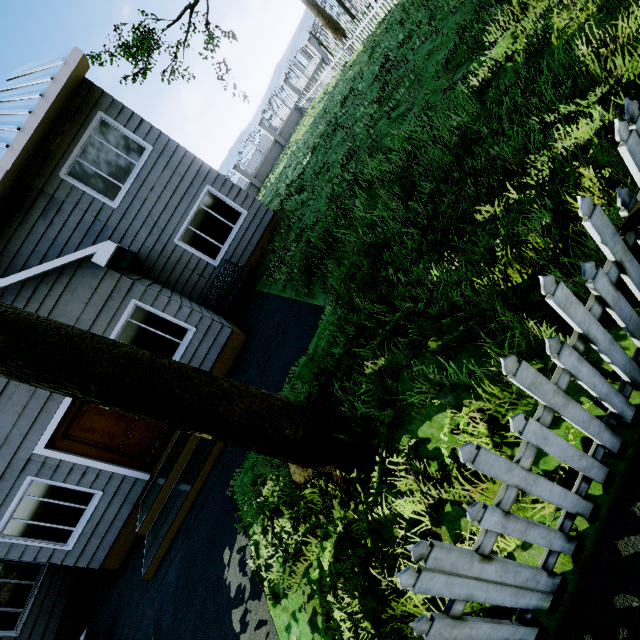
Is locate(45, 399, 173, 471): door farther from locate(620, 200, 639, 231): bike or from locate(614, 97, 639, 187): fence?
locate(620, 200, 639, 231): bike

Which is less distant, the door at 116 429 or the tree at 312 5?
the door at 116 429

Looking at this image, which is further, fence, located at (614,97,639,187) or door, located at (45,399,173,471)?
door, located at (45,399,173,471)

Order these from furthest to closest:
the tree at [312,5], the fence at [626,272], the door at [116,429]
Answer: the tree at [312,5] < the door at [116,429] < the fence at [626,272]

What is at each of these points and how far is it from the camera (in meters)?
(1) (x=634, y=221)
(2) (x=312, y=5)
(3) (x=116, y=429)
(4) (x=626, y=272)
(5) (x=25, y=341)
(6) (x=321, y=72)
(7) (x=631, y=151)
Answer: (1) bike, 1.36
(2) tree, 16.67
(3) door, 6.91
(4) fence, 1.50
(5) tree, 2.12
(6) fence, 22.02
(7) fence, 1.37

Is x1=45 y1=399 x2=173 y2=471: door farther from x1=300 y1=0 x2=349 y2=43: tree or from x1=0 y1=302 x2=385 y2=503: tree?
x1=300 y1=0 x2=349 y2=43: tree

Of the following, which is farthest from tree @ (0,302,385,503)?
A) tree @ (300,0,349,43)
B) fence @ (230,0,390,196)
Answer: tree @ (300,0,349,43)

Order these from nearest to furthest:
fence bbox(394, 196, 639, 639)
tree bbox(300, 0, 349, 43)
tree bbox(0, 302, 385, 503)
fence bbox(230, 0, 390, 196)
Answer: fence bbox(394, 196, 639, 639)
tree bbox(0, 302, 385, 503)
fence bbox(230, 0, 390, 196)
tree bbox(300, 0, 349, 43)
